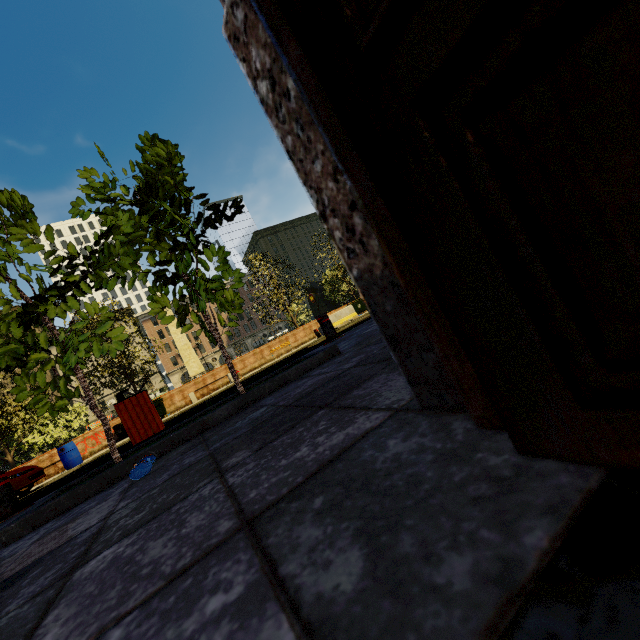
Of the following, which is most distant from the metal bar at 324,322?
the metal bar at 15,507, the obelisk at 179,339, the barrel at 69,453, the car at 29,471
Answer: the obelisk at 179,339

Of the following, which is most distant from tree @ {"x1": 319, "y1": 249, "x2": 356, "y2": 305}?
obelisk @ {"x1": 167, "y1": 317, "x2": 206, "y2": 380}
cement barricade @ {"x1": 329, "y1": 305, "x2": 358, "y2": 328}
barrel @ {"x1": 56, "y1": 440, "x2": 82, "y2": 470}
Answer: cement barricade @ {"x1": 329, "y1": 305, "x2": 358, "y2": 328}

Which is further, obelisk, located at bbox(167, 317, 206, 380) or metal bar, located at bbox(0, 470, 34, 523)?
obelisk, located at bbox(167, 317, 206, 380)

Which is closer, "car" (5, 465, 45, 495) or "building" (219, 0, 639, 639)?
"building" (219, 0, 639, 639)

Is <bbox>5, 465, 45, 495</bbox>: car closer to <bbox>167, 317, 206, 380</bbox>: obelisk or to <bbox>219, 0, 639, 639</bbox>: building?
<bbox>219, 0, 639, 639</bbox>: building

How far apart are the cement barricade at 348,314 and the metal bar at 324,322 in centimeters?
1165cm

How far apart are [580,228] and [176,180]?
3.85m

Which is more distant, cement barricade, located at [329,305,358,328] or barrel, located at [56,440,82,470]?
cement barricade, located at [329,305,358,328]
